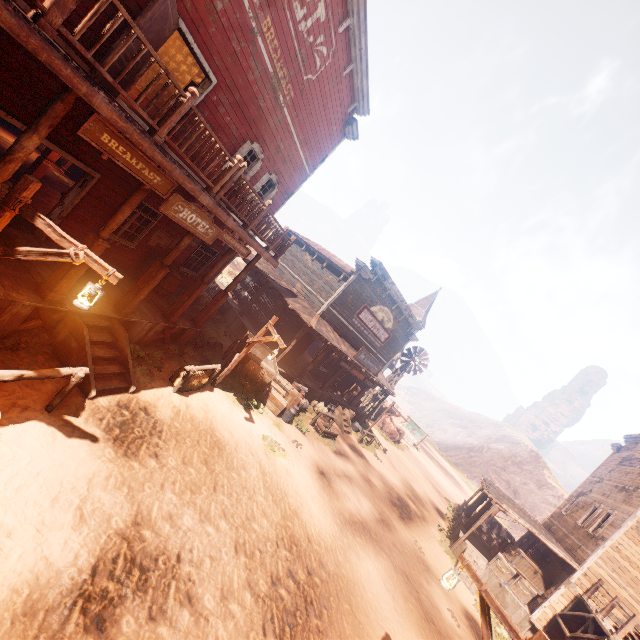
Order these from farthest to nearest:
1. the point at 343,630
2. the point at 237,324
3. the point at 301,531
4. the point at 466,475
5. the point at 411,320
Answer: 1. the point at 466,475
2. the point at 411,320
3. the point at 237,324
4. the point at 301,531
5. the point at 343,630

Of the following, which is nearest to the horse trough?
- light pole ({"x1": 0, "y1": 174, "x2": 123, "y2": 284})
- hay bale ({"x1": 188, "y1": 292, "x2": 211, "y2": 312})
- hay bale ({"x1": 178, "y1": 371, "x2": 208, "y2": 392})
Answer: hay bale ({"x1": 178, "y1": 371, "x2": 208, "y2": 392})

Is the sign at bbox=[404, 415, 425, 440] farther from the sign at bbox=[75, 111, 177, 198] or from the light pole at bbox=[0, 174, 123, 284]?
the light pole at bbox=[0, 174, 123, 284]

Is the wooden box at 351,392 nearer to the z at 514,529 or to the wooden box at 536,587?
the z at 514,529

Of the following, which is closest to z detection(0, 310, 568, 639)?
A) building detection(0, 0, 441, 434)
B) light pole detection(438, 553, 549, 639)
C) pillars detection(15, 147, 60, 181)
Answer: building detection(0, 0, 441, 434)

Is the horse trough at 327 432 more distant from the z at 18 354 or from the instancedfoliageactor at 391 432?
the instancedfoliageactor at 391 432

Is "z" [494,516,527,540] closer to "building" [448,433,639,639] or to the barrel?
"building" [448,433,639,639]

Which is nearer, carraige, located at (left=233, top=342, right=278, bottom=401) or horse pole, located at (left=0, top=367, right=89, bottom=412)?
horse pole, located at (left=0, top=367, right=89, bottom=412)
